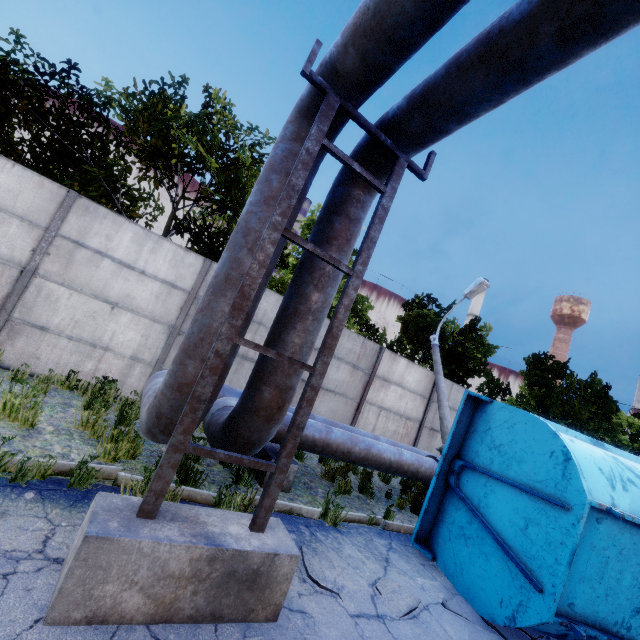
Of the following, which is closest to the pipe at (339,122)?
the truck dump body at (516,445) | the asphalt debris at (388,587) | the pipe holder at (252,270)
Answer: the pipe holder at (252,270)

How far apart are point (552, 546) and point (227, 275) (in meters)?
4.85

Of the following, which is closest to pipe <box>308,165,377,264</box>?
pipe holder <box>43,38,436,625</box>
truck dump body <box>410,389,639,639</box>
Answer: pipe holder <box>43,38,436,625</box>

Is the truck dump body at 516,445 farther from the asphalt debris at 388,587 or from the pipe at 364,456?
the pipe at 364,456

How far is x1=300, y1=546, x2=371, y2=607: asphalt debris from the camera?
3.56m

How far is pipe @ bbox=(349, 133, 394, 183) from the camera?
3.7m

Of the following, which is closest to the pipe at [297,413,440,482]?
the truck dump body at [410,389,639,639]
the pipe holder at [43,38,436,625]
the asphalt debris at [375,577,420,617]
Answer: the pipe holder at [43,38,436,625]

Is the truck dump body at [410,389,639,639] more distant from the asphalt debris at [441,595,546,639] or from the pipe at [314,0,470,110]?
the pipe at [314,0,470,110]
